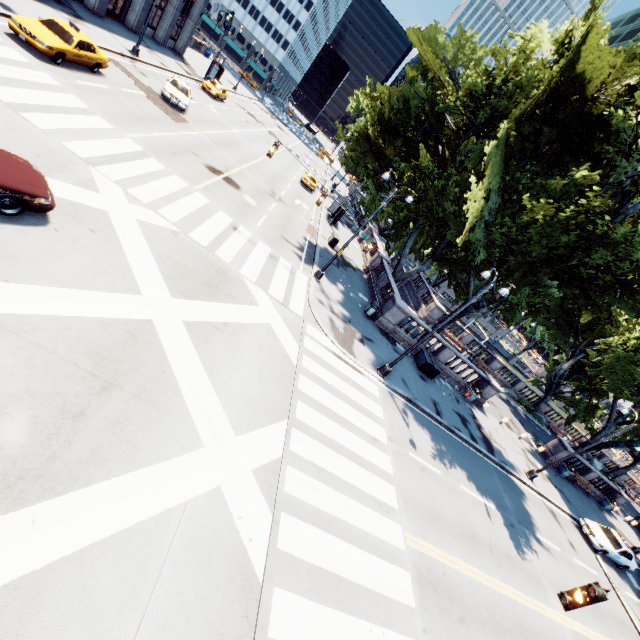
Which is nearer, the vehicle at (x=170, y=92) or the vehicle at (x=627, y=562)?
the vehicle at (x=627, y=562)

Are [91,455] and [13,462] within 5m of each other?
yes

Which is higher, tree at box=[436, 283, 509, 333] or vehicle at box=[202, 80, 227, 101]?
tree at box=[436, 283, 509, 333]

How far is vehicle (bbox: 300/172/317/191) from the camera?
38.1 meters

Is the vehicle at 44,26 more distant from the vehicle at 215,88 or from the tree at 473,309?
the vehicle at 215,88

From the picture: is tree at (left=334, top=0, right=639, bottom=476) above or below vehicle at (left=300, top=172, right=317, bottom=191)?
above

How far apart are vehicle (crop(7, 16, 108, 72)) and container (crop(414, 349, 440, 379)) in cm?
2606

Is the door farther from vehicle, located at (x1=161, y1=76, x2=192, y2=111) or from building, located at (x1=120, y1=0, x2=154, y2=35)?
vehicle, located at (x1=161, y1=76, x2=192, y2=111)
